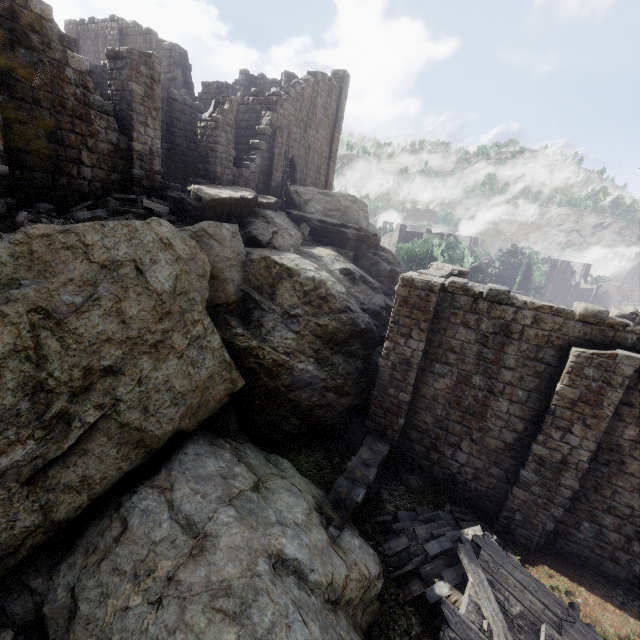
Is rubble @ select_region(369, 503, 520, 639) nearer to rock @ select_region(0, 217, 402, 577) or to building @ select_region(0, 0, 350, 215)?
building @ select_region(0, 0, 350, 215)

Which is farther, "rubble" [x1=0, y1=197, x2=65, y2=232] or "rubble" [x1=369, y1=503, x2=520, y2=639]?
"rubble" [x1=0, y1=197, x2=65, y2=232]

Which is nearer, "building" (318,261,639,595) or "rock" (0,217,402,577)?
"rock" (0,217,402,577)

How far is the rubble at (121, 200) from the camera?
10.5m

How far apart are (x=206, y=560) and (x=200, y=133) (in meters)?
17.98

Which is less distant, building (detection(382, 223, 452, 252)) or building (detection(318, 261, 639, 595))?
building (detection(318, 261, 639, 595))

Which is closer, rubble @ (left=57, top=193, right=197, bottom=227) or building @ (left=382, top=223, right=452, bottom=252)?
rubble @ (left=57, top=193, right=197, bottom=227)

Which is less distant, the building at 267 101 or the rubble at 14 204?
the rubble at 14 204
